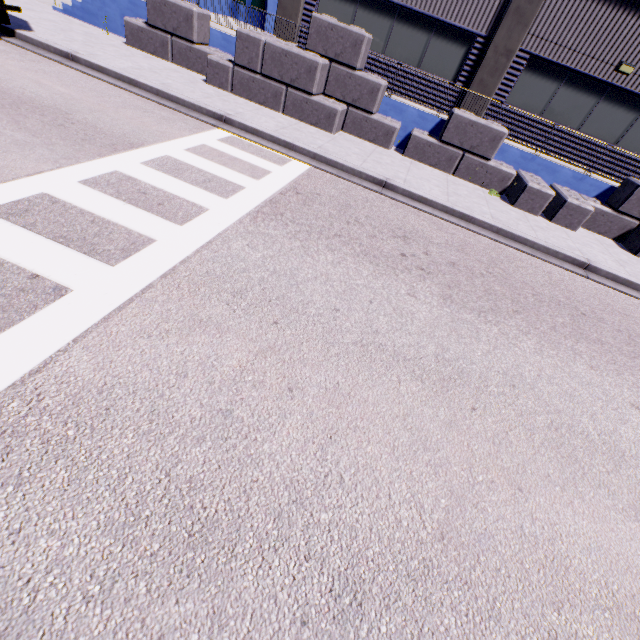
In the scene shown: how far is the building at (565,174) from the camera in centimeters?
1156cm

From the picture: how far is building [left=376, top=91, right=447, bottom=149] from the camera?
11.8 meters

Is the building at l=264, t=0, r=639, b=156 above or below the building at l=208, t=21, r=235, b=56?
above

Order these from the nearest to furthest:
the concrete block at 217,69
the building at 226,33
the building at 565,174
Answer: the concrete block at 217,69
the building at 565,174
the building at 226,33

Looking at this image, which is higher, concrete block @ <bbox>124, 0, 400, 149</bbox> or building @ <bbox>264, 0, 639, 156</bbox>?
building @ <bbox>264, 0, 639, 156</bbox>

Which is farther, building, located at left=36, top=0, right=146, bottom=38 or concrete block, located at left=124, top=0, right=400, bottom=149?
building, located at left=36, top=0, right=146, bottom=38

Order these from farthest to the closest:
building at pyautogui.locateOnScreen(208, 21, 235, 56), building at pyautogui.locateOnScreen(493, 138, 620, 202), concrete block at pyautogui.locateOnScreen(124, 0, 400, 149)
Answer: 1. building at pyautogui.locateOnScreen(208, 21, 235, 56)
2. building at pyautogui.locateOnScreen(493, 138, 620, 202)
3. concrete block at pyautogui.locateOnScreen(124, 0, 400, 149)

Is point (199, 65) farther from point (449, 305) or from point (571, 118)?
point (571, 118)
